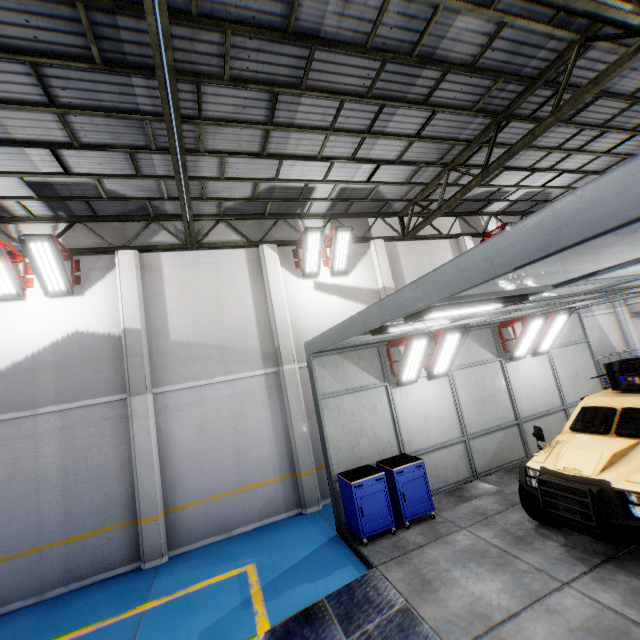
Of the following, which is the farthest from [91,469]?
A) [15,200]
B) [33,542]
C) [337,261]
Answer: [337,261]

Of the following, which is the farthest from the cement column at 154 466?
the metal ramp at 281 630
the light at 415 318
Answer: the light at 415 318

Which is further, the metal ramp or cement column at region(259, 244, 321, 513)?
cement column at region(259, 244, 321, 513)

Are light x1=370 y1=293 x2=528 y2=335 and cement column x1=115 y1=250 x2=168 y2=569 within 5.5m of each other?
no

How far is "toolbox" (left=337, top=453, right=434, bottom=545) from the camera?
6.5 meters

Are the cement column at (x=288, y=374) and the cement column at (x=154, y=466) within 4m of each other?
yes

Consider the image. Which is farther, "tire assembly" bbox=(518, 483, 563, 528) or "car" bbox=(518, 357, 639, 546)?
"tire assembly" bbox=(518, 483, 563, 528)

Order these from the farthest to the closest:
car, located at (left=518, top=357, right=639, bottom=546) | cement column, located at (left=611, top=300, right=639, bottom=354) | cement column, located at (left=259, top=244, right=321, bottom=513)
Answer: cement column, located at (left=611, top=300, right=639, bottom=354) → cement column, located at (left=259, top=244, right=321, bottom=513) → car, located at (left=518, top=357, right=639, bottom=546)
